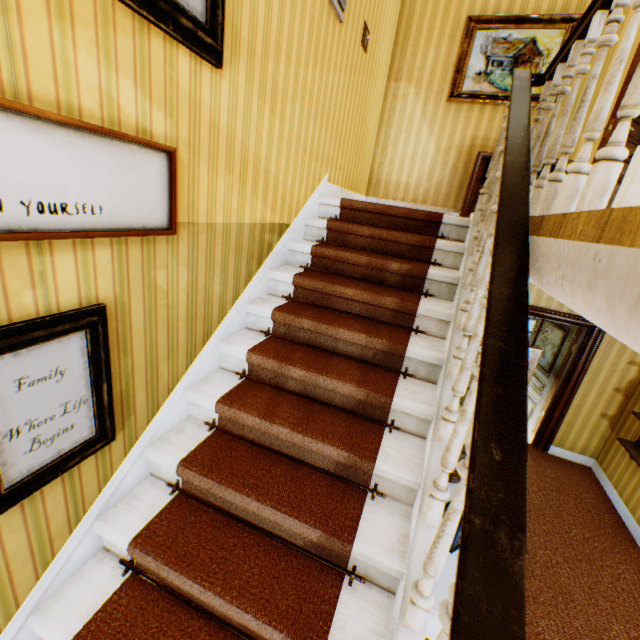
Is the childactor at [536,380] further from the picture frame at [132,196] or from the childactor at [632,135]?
the picture frame at [132,196]

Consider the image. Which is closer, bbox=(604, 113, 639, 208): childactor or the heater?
bbox=(604, 113, 639, 208): childactor

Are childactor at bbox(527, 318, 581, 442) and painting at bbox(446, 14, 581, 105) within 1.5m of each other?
no

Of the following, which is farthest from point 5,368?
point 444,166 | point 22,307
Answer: point 444,166

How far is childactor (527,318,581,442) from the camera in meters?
5.0

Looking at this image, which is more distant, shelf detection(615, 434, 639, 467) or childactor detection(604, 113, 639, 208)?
shelf detection(615, 434, 639, 467)

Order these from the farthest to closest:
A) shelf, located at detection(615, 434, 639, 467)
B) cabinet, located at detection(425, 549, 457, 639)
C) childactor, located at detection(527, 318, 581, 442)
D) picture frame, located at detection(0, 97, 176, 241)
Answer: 1. childactor, located at detection(527, 318, 581, 442)
2. shelf, located at detection(615, 434, 639, 467)
3. cabinet, located at detection(425, 549, 457, 639)
4. picture frame, located at detection(0, 97, 176, 241)

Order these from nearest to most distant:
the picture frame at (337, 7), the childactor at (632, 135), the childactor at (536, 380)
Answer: the picture frame at (337, 7)
the childactor at (632, 135)
the childactor at (536, 380)
